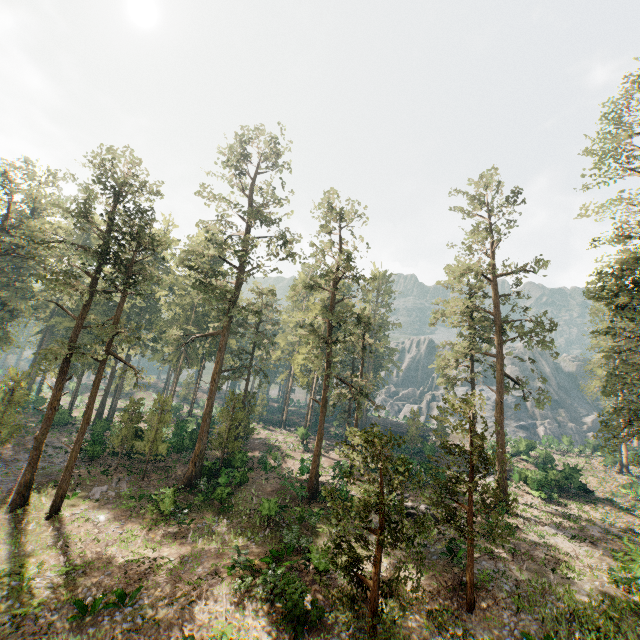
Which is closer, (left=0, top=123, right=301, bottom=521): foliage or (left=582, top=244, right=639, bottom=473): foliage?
(left=582, top=244, right=639, bottom=473): foliage

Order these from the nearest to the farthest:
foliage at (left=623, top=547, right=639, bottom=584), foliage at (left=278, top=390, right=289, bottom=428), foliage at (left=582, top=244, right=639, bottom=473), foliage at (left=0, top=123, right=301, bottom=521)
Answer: foliage at (left=623, top=547, right=639, bottom=584) → foliage at (left=582, top=244, right=639, bottom=473) → foliage at (left=0, top=123, right=301, bottom=521) → foliage at (left=278, top=390, right=289, bottom=428)

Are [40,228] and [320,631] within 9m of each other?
no

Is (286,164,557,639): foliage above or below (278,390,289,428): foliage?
below

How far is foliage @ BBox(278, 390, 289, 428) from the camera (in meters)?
58.41

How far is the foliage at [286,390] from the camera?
58.41m

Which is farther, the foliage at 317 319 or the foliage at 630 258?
the foliage at 630 258
